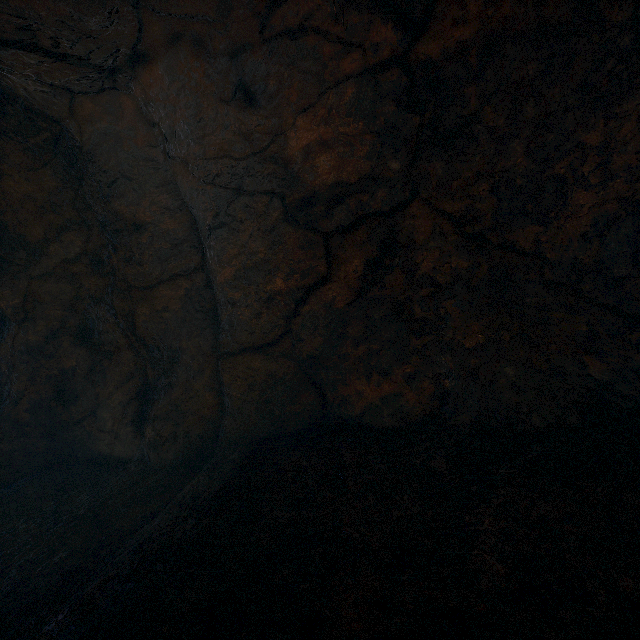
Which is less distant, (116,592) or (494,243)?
(116,592)
